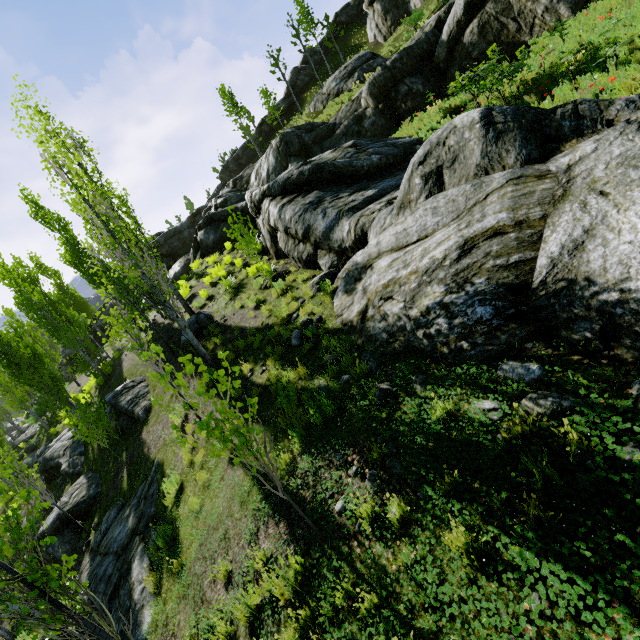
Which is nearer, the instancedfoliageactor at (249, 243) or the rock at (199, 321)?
the instancedfoliageactor at (249, 243)

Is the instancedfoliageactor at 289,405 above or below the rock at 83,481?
above

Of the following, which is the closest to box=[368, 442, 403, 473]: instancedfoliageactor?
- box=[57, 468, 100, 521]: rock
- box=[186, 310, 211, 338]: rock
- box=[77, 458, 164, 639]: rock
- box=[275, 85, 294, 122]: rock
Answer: box=[77, 458, 164, 639]: rock

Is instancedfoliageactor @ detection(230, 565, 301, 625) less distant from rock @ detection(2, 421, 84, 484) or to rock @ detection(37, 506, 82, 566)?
rock @ detection(2, 421, 84, 484)

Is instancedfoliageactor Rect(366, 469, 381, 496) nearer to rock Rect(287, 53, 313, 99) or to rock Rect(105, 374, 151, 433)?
rock Rect(105, 374, 151, 433)

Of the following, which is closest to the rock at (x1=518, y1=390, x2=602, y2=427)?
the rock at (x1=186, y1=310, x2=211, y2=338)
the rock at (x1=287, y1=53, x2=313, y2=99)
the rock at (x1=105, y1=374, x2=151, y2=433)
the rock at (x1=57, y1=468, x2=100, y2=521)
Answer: the rock at (x1=186, y1=310, x2=211, y2=338)

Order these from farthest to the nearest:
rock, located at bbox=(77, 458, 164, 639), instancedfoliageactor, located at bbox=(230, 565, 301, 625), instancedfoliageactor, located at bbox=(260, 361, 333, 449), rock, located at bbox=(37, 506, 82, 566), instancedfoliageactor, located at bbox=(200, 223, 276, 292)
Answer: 1. rock, located at bbox=(37, 506, 82, 566)
2. instancedfoliageactor, located at bbox=(200, 223, 276, 292)
3. rock, located at bbox=(77, 458, 164, 639)
4. instancedfoliageactor, located at bbox=(260, 361, 333, 449)
5. instancedfoliageactor, located at bbox=(230, 565, 301, 625)

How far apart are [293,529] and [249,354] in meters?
5.7 m
